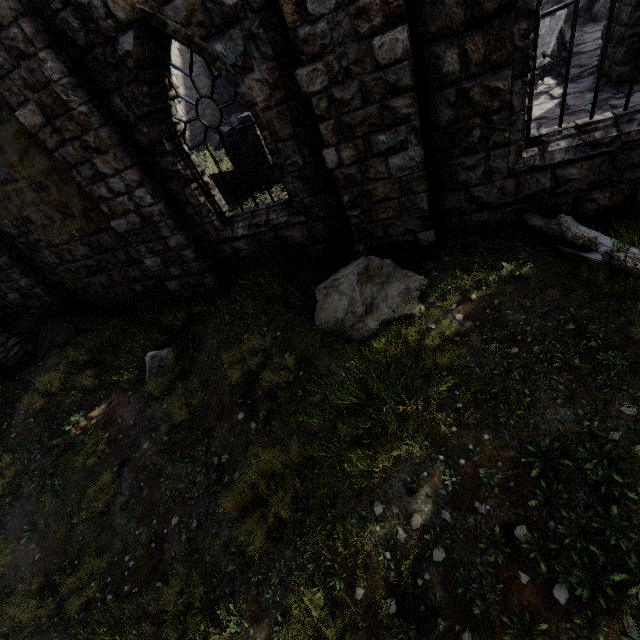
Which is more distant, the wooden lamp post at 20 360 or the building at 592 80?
the wooden lamp post at 20 360

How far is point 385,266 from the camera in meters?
5.2

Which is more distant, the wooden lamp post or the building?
the wooden lamp post
